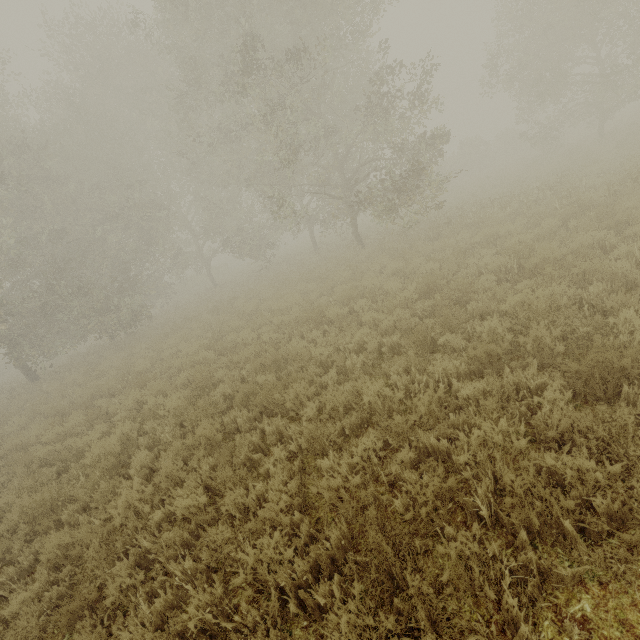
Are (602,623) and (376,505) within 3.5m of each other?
yes

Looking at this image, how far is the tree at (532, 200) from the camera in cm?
980

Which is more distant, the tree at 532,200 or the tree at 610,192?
the tree at 532,200

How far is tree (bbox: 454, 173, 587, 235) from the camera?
9.80m

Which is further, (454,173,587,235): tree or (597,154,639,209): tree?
(454,173,587,235): tree
